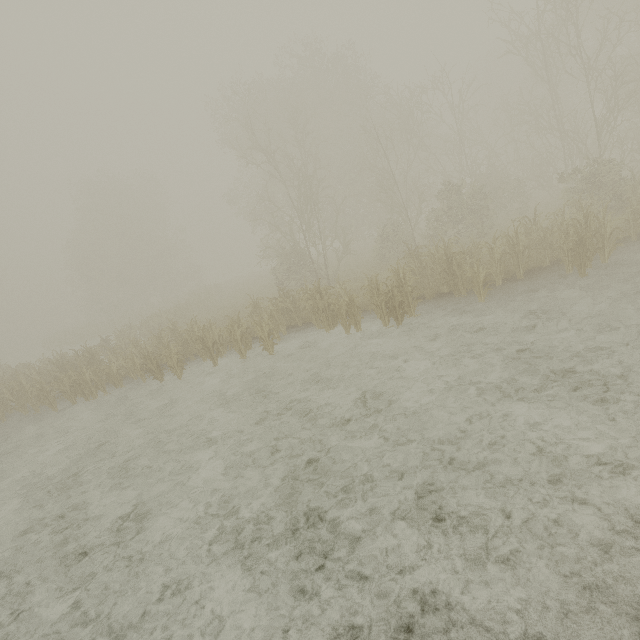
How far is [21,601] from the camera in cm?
500
